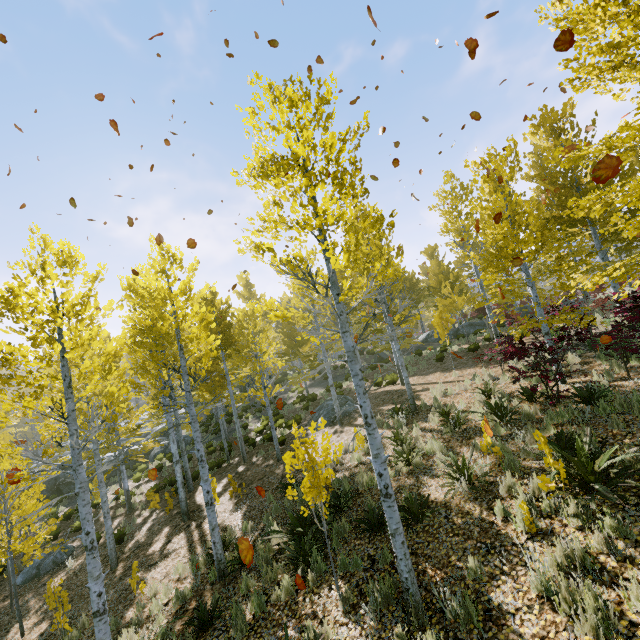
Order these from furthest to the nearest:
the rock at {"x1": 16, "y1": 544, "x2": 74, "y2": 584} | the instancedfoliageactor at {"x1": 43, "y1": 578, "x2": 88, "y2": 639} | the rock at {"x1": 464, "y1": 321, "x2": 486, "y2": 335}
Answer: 1. the rock at {"x1": 464, "y1": 321, "x2": 486, "y2": 335}
2. the rock at {"x1": 16, "y1": 544, "x2": 74, "y2": 584}
3. the instancedfoliageactor at {"x1": 43, "y1": 578, "x2": 88, "y2": 639}

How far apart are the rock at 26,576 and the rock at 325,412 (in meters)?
11.57

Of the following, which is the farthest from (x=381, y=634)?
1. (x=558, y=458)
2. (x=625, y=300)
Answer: (x=625, y=300)

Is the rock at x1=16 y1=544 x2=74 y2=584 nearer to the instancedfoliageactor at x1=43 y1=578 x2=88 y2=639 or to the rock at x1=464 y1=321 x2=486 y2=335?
the instancedfoliageactor at x1=43 y1=578 x2=88 y2=639

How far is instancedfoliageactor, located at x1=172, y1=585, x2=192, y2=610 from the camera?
7.3m

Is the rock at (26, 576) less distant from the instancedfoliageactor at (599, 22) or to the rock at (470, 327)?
the instancedfoliageactor at (599, 22)

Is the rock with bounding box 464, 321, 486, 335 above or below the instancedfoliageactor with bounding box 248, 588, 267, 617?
above

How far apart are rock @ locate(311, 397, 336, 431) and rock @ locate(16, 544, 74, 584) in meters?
11.6 m
